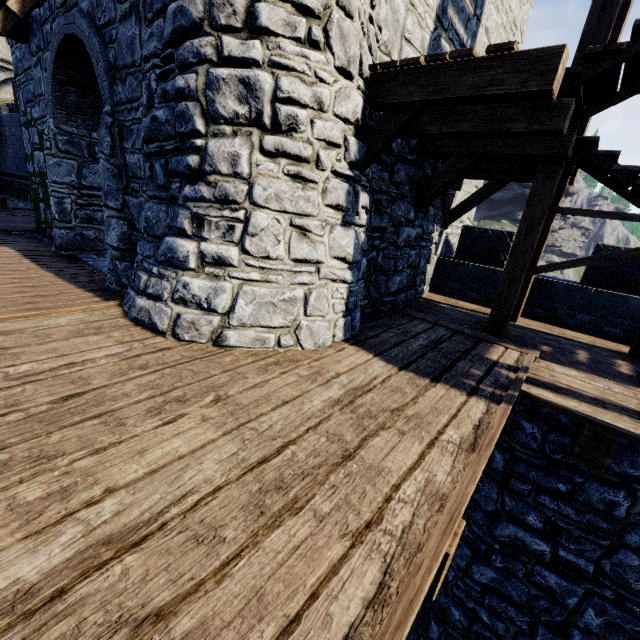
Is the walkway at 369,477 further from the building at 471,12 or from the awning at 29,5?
the awning at 29,5

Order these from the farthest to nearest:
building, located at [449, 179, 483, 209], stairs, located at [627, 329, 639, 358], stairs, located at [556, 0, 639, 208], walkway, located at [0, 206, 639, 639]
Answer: A:
building, located at [449, 179, 483, 209]
stairs, located at [627, 329, 639, 358]
stairs, located at [556, 0, 639, 208]
walkway, located at [0, 206, 639, 639]

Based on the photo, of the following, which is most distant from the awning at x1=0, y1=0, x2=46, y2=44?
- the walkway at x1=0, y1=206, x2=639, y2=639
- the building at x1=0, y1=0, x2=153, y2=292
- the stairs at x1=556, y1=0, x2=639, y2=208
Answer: the stairs at x1=556, y1=0, x2=639, y2=208

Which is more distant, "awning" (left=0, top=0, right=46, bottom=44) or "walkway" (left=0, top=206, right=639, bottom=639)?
"awning" (left=0, top=0, right=46, bottom=44)

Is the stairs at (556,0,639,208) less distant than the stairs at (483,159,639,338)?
Answer: Yes

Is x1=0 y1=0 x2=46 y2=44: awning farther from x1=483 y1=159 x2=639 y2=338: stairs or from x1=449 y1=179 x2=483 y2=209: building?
x1=483 y1=159 x2=639 y2=338: stairs

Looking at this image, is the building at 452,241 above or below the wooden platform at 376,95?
below

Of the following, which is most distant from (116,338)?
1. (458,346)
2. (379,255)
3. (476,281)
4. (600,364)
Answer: (476,281)
